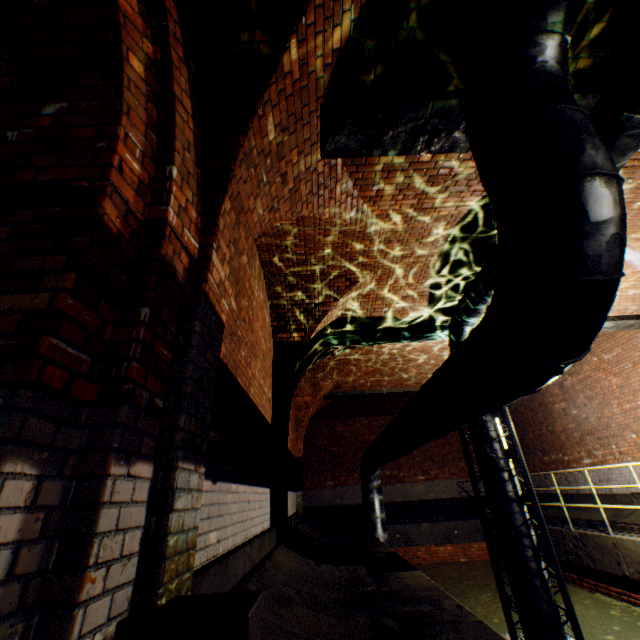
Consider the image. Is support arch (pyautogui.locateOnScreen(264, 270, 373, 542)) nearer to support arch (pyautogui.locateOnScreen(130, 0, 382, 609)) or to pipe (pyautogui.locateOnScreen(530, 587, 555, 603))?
support arch (pyautogui.locateOnScreen(130, 0, 382, 609))

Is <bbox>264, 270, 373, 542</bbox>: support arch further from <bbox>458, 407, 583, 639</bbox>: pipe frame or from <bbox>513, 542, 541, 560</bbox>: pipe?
<bbox>458, 407, 583, 639</bbox>: pipe frame

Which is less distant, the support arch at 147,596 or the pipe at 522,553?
the support arch at 147,596

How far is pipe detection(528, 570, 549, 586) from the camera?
5.05m

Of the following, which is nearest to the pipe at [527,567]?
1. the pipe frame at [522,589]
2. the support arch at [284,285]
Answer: the pipe frame at [522,589]

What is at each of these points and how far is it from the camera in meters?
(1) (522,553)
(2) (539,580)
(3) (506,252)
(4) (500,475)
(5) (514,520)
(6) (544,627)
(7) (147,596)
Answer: (1) pipe, 5.3 m
(2) pipe, 5.1 m
(3) pipe, 1.9 m
(4) pipe, 5.8 m
(5) pipe, 5.5 m
(6) pipe, 4.8 m
(7) support arch, 1.3 m

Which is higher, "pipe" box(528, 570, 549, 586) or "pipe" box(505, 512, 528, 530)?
"pipe" box(505, 512, 528, 530)
